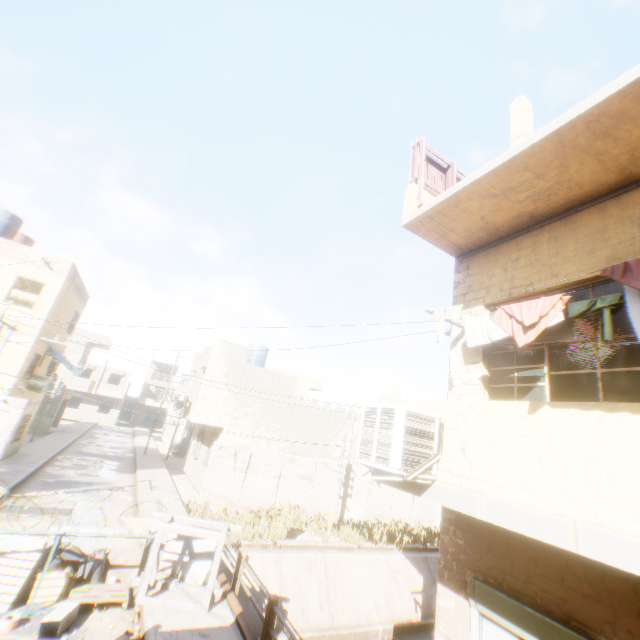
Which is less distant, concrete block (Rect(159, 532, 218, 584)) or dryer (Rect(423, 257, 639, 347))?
dryer (Rect(423, 257, 639, 347))

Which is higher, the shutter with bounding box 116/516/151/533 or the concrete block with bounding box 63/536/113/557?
the shutter with bounding box 116/516/151/533

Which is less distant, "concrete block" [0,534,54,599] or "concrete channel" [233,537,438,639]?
"concrete block" [0,534,54,599]

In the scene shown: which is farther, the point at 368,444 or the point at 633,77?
the point at 368,444

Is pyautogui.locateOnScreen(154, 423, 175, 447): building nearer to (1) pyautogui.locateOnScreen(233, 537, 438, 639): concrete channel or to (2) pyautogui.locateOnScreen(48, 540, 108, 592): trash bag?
(1) pyautogui.locateOnScreen(233, 537, 438, 639): concrete channel

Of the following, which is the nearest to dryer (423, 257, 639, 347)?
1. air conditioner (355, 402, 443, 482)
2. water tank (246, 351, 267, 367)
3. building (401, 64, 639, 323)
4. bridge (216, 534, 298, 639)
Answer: building (401, 64, 639, 323)

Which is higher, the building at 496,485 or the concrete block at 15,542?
the building at 496,485

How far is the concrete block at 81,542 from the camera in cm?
835
